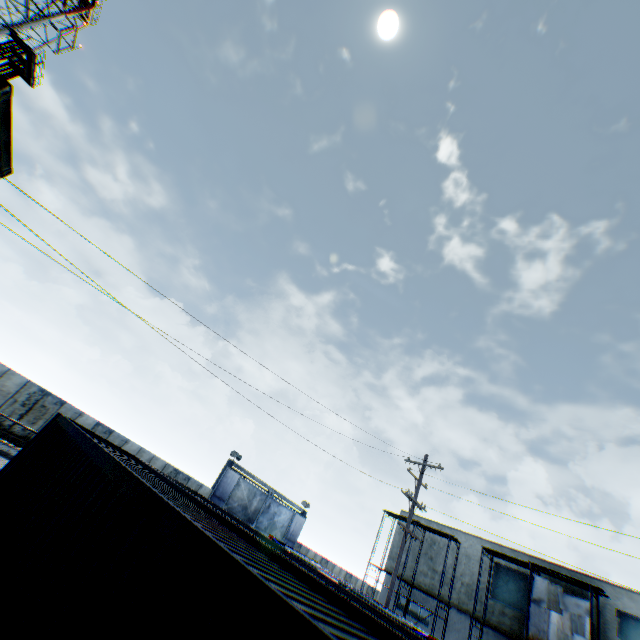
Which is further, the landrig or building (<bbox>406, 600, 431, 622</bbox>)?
the landrig

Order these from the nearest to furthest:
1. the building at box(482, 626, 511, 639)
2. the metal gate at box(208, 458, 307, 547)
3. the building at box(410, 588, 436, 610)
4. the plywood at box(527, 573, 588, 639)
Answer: the plywood at box(527, 573, 588, 639), the building at box(482, 626, 511, 639), the building at box(410, 588, 436, 610), the metal gate at box(208, 458, 307, 547)

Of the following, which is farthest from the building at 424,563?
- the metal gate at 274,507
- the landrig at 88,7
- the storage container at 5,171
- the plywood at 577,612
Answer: the landrig at 88,7

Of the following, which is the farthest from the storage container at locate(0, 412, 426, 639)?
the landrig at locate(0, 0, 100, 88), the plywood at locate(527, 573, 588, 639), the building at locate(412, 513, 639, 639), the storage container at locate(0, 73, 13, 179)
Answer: the landrig at locate(0, 0, 100, 88)

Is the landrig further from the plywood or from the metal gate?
the plywood

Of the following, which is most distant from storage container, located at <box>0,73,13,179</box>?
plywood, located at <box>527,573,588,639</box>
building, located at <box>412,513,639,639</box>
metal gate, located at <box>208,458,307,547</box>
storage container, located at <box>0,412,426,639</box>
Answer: building, located at <box>412,513,639,639</box>

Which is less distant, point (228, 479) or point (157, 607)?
point (157, 607)

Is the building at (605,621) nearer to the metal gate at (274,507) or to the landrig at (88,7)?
the metal gate at (274,507)
